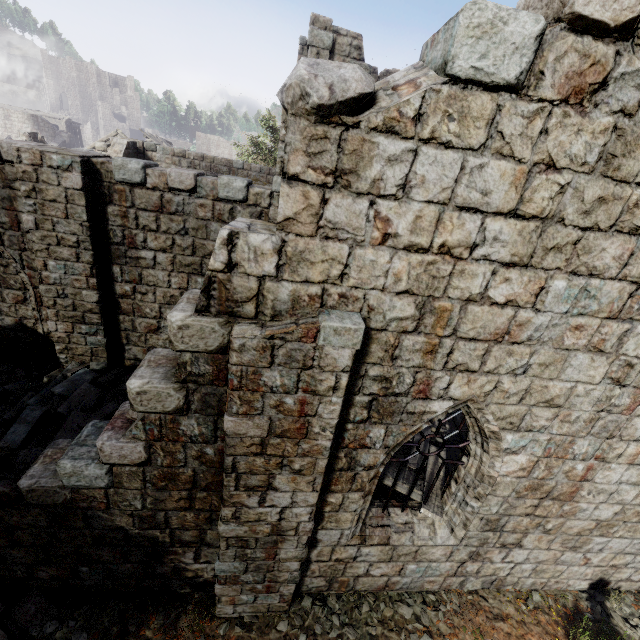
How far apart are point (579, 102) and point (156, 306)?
8.94m

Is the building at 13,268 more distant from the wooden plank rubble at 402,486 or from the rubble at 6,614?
the wooden plank rubble at 402,486

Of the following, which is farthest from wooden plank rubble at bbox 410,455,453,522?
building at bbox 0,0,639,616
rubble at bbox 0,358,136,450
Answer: rubble at bbox 0,358,136,450

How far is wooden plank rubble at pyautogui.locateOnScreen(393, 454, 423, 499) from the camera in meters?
6.3

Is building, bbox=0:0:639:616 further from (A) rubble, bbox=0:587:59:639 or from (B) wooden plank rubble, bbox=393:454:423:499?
(B) wooden plank rubble, bbox=393:454:423:499

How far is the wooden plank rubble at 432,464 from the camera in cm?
576

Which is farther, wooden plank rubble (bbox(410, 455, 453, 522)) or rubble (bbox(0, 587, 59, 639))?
wooden plank rubble (bbox(410, 455, 453, 522))

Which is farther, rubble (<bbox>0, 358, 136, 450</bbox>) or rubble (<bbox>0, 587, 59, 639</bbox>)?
rubble (<bbox>0, 358, 136, 450</bbox>)
